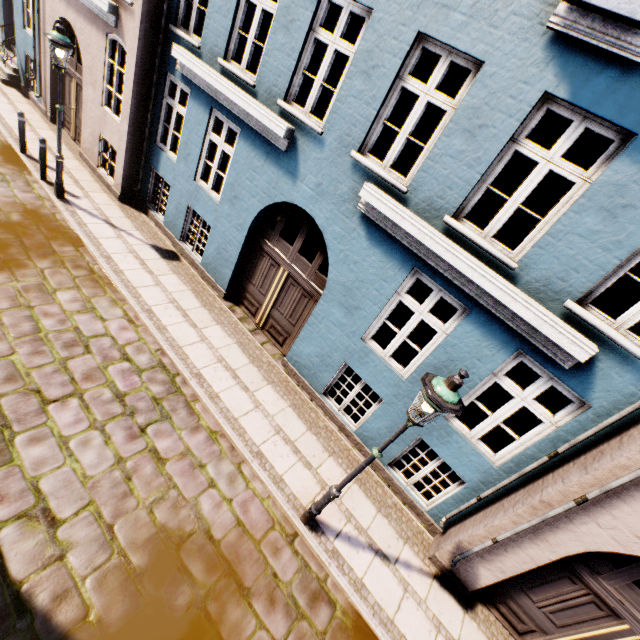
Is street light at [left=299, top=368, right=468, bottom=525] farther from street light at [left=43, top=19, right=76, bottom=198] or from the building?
street light at [left=43, top=19, right=76, bottom=198]

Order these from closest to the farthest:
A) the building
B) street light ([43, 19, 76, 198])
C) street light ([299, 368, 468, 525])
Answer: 1. street light ([299, 368, 468, 525])
2. the building
3. street light ([43, 19, 76, 198])

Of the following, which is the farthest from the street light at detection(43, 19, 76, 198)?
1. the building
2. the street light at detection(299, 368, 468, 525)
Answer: the street light at detection(299, 368, 468, 525)

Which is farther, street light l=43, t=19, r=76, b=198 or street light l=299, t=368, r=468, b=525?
street light l=43, t=19, r=76, b=198

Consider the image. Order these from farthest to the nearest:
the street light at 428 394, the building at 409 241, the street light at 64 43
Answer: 1. the street light at 64 43
2. the building at 409 241
3. the street light at 428 394

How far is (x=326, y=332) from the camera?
6.8m

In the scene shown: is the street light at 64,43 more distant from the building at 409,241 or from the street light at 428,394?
the street light at 428,394
